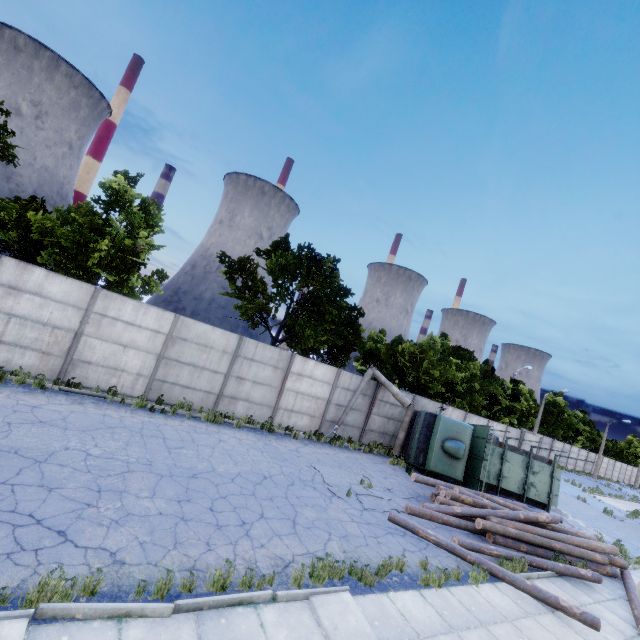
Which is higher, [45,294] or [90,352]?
[45,294]

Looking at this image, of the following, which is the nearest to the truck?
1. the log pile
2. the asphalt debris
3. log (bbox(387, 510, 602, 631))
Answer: the log pile

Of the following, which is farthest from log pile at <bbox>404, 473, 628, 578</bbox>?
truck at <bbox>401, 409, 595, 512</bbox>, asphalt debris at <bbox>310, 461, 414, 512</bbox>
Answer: truck at <bbox>401, 409, 595, 512</bbox>

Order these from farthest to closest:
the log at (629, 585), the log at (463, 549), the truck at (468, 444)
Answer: the truck at (468, 444)
the log at (629, 585)
the log at (463, 549)

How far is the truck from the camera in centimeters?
1575cm

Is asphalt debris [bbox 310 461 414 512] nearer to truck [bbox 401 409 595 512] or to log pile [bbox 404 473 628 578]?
log pile [bbox 404 473 628 578]

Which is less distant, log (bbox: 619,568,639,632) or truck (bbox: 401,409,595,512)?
log (bbox: 619,568,639,632)

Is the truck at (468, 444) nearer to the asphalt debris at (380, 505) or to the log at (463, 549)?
the log at (463, 549)
